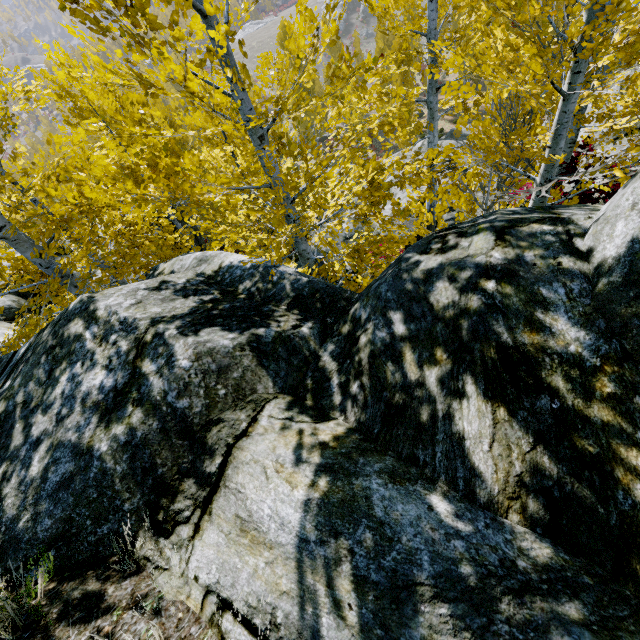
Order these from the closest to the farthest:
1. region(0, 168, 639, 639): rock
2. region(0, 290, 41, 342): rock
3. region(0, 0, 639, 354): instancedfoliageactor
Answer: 1. region(0, 168, 639, 639): rock
2. region(0, 0, 639, 354): instancedfoliageactor
3. region(0, 290, 41, 342): rock

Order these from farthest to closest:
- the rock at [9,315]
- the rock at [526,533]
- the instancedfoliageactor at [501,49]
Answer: the rock at [9,315]
the instancedfoliageactor at [501,49]
the rock at [526,533]

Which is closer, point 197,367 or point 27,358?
point 197,367

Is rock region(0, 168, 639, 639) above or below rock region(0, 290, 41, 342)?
above

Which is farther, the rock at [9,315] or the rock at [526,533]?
the rock at [9,315]

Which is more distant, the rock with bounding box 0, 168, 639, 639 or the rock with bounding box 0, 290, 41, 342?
the rock with bounding box 0, 290, 41, 342

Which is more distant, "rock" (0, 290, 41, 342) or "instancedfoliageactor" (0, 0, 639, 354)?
"rock" (0, 290, 41, 342)
